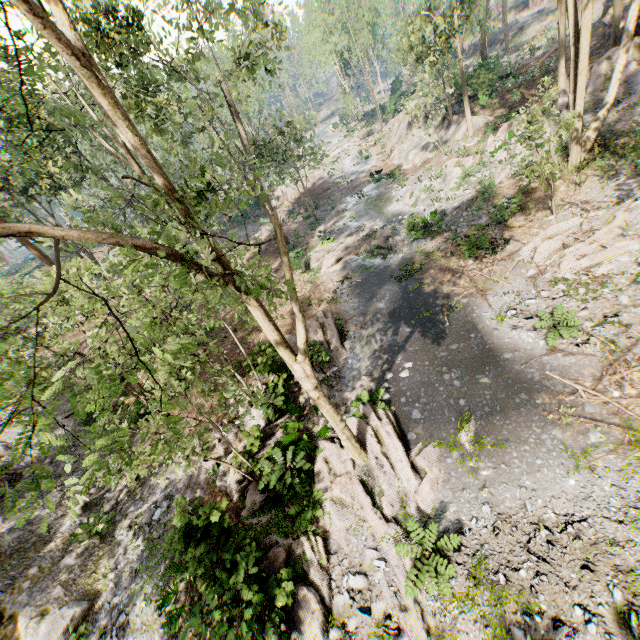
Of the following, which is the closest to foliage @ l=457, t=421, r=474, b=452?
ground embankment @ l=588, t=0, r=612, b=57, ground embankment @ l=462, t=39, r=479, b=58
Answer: ground embankment @ l=588, t=0, r=612, b=57

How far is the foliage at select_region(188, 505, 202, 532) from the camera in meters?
8.7

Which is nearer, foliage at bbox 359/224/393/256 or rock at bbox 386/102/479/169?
foliage at bbox 359/224/393/256

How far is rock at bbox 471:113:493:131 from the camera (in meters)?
26.20

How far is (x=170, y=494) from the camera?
13.0m

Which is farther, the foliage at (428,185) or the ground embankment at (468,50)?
the ground embankment at (468,50)

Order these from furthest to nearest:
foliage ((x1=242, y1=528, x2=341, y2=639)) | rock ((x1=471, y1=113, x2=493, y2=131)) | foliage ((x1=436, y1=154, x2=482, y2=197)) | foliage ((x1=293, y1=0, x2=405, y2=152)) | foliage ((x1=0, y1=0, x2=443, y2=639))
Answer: foliage ((x1=293, y1=0, x2=405, y2=152))
rock ((x1=471, y1=113, x2=493, y2=131))
foliage ((x1=436, y1=154, x2=482, y2=197))
foliage ((x1=242, y1=528, x2=341, y2=639))
foliage ((x1=0, y1=0, x2=443, y2=639))

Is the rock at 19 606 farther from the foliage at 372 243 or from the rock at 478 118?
the rock at 478 118
